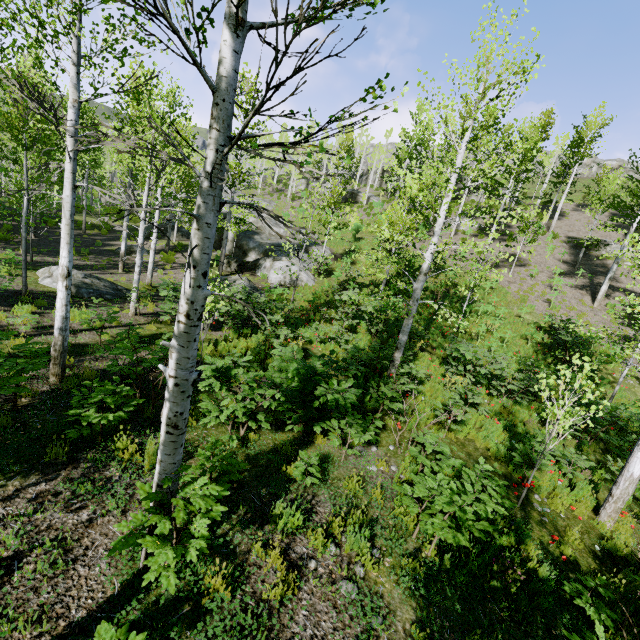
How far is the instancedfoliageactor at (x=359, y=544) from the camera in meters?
4.2 m

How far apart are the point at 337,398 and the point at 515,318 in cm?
1592

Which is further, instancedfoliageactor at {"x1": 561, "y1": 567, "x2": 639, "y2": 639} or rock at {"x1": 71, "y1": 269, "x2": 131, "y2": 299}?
rock at {"x1": 71, "y1": 269, "x2": 131, "y2": 299}

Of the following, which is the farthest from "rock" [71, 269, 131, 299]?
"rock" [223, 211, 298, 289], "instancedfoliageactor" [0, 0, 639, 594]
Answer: "instancedfoliageactor" [0, 0, 639, 594]

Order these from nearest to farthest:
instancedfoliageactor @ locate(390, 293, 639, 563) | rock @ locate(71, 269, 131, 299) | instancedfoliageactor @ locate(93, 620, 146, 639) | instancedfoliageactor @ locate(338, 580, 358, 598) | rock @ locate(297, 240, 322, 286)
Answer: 1. instancedfoliageactor @ locate(93, 620, 146, 639)
2. instancedfoliageactor @ locate(338, 580, 358, 598)
3. instancedfoliageactor @ locate(390, 293, 639, 563)
4. rock @ locate(71, 269, 131, 299)
5. rock @ locate(297, 240, 322, 286)

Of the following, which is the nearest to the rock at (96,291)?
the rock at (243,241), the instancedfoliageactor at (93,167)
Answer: the rock at (243,241)

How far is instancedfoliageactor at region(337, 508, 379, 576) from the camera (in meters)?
4.22

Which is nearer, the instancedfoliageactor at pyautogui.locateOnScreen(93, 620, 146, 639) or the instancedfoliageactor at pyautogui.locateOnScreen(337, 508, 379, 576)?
the instancedfoliageactor at pyautogui.locateOnScreen(93, 620, 146, 639)
